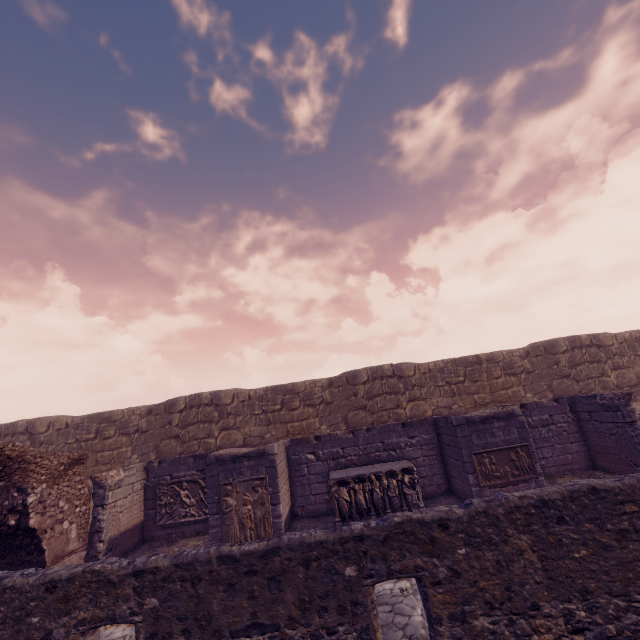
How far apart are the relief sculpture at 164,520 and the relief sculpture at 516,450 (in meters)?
7.69

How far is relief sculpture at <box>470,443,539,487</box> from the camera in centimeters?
838cm

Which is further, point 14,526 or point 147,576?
point 14,526

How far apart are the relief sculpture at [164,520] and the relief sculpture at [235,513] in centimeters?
A: 177cm

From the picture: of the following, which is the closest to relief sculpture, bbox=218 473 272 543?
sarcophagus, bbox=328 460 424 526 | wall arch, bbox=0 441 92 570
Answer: sarcophagus, bbox=328 460 424 526

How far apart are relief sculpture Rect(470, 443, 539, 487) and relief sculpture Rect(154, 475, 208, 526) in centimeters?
769cm

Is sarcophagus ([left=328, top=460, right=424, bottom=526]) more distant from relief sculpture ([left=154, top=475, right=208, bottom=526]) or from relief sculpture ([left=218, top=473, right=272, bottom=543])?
relief sculpture ([left=154, top=475, right=208, bottom=526])

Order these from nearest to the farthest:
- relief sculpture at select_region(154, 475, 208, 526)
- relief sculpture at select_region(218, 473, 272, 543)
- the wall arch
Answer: the wall arch
relief sculpture at select_region(218, 473, 272, 543)
relief sculpture at select_region(154, 475, 208, 526)
